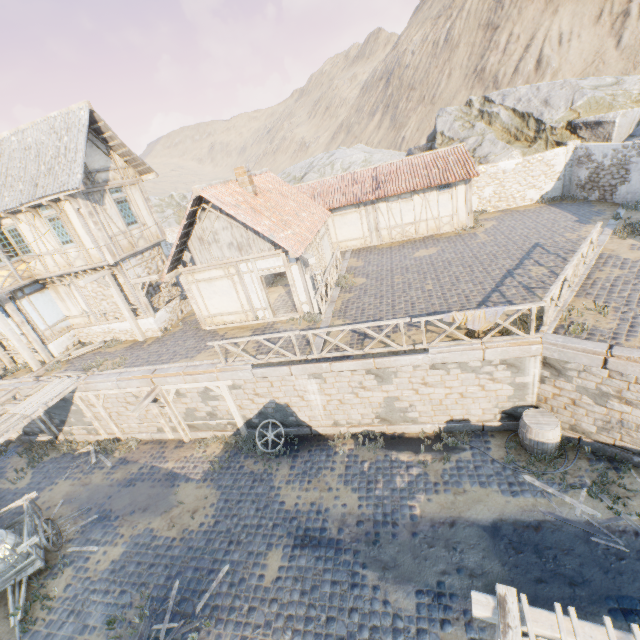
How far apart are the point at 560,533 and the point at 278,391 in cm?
872

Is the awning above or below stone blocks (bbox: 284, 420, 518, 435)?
above

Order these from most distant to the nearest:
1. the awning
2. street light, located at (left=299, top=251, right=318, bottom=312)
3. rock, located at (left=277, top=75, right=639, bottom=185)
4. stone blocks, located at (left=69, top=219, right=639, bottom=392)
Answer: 1. rock, located at (left=277, top=75, right=639, bottom=185)
2. street light, located at (left=299, top=251, right=318, bottom=312)
3. stone blocks, located at (left=69, top=219, right=639, bottom=392)
4. the awning

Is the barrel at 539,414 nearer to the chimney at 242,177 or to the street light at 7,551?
the chimney at 242,177

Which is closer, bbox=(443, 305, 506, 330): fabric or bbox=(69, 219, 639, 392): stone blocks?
bbox=(69, 219, 639, 392): stone blocks

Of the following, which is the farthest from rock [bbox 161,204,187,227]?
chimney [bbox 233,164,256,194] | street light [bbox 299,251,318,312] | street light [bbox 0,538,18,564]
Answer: street light [bbox 0,538,18,564]

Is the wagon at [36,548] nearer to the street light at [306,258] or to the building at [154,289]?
the building at [154,289]

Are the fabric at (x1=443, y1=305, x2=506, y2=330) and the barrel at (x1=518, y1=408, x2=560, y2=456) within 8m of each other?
yes
